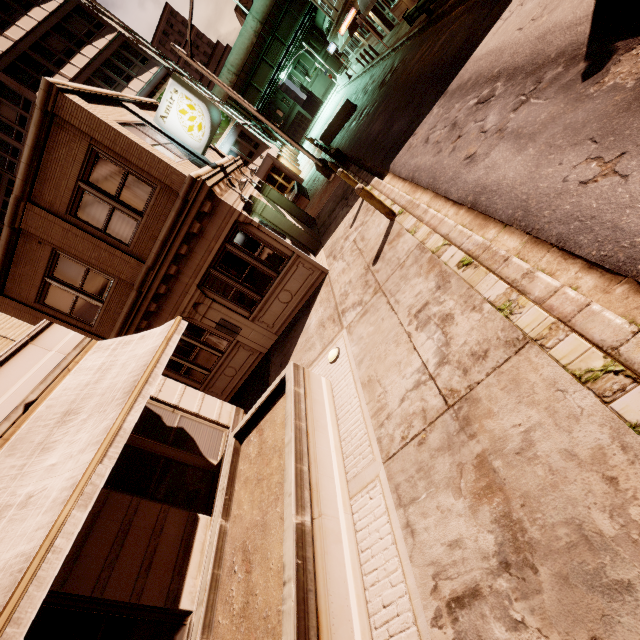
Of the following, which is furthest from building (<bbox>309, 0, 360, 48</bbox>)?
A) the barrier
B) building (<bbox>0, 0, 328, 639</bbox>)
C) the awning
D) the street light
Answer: the awning

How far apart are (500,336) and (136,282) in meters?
10.1 m

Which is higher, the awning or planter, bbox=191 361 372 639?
the awning

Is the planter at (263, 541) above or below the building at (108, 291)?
below

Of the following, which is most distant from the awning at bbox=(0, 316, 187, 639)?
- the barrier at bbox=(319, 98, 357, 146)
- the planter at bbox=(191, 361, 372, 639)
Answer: the barrier at bbox=(319, 98, 357, 146)

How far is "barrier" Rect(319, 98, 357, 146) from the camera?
24.0m

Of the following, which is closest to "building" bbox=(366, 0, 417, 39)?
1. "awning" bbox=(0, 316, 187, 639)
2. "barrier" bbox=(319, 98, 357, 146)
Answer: "barrier" bbox=(319, 98, 357, 146)

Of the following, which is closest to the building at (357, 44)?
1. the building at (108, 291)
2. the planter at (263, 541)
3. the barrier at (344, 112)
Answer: the barrier at (344, 112)
